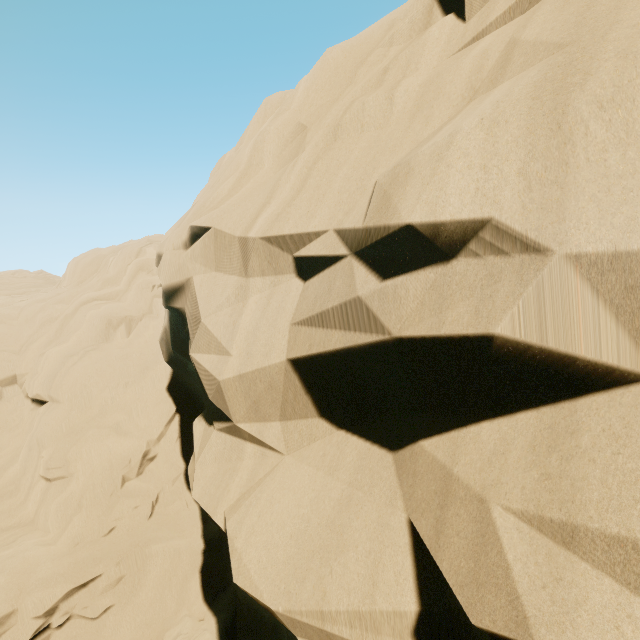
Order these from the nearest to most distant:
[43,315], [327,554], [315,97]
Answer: [327,554] → [315,97] → [43,315]
